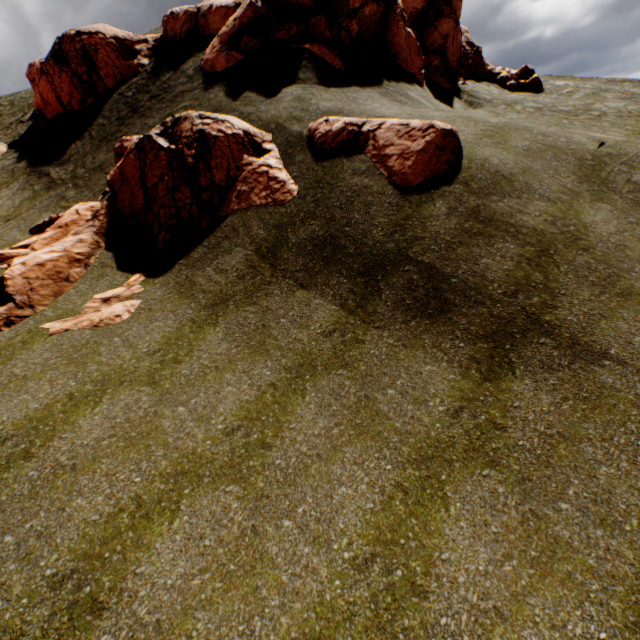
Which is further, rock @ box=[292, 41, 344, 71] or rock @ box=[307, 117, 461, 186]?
rock @ box=[292, 41, 344, 71]

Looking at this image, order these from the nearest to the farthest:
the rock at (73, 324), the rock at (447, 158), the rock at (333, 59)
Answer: the rock at (73, 324)
the rock at (447, 158)
the rock at (333, 59)

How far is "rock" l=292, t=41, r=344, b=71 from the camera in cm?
1414

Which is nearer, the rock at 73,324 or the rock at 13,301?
the rock at 73,324

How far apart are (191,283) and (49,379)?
4.0m
